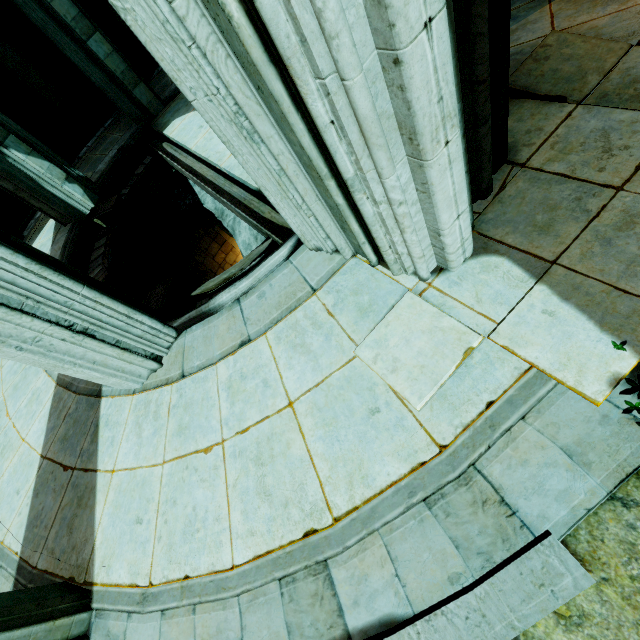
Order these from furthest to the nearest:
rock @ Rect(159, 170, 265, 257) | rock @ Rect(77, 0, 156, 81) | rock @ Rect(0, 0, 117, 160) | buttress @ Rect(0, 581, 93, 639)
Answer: rock @ Rect(77, 0, 156, 81), rock @ Rect(0, 0, 117, 160), rock @ Rect(159, 170, 265, 257), buttress @ Rect(0, 581, 93, 639)

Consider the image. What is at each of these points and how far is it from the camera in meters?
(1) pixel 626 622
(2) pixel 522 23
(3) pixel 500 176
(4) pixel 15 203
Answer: (1) rock, 1.7 m
(2) building, 3.9 m
(3) building, 3.1 m
(4) rock, 10.2 m

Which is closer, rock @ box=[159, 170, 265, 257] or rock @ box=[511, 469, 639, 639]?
rock @ box=[511, 469, 639, 639]

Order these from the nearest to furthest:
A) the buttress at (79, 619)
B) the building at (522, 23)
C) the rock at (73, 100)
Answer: the buttress at (79, 619) → the building at (522, 23) → the rock at (73, 100)

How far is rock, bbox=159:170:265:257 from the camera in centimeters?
781cm

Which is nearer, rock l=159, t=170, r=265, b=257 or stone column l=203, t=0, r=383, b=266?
stone column l=203, t=0, r=383, b=266

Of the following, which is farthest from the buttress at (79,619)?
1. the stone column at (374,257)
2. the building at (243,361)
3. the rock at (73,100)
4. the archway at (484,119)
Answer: the rock at (73,100)

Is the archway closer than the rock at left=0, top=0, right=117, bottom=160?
Yes
